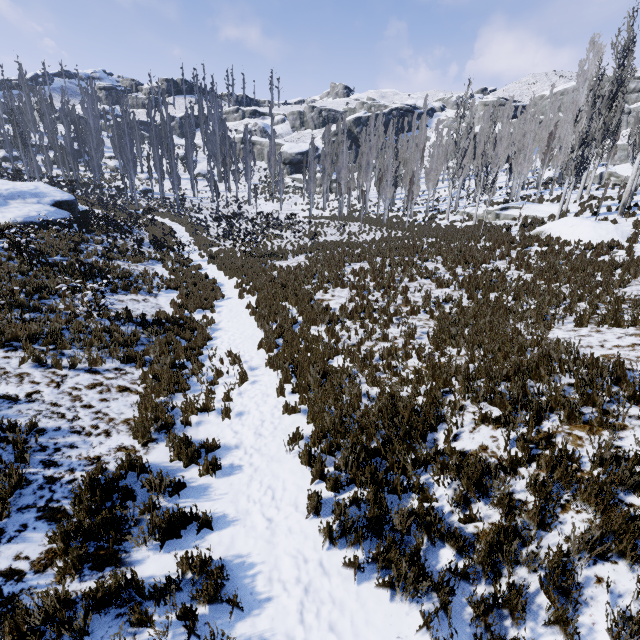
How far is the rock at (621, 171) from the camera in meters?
33.3 m

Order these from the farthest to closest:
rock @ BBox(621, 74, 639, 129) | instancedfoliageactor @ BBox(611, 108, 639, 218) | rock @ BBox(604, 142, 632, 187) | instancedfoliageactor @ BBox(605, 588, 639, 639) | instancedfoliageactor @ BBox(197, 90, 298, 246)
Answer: rock @ BBox(621, 74, 639, 129), rock @ BBox(604, 142, 632, 187), instancedfoliageactor @ BBox(197, 90, 298, 246), instancedfoliageactor @ BBox(611, 108, 639, 218), instancedfoliageactor @ BBox(605, 588, 639, 639)

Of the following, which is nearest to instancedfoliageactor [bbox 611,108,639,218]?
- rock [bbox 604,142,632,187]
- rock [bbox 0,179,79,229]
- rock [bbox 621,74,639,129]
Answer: rock [bbox 604,142,632,187]

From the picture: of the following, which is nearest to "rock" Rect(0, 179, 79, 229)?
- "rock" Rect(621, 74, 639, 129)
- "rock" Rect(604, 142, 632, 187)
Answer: "rock" Rect(621, 74, 639, 129)

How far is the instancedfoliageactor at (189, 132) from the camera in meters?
45.1 m

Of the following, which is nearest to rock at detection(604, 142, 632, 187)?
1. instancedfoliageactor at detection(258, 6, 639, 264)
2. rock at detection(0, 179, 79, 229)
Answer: instancedfoliageactor at detection(258, 6, 639, 264)

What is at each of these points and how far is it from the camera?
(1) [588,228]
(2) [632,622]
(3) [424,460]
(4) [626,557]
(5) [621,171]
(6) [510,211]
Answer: (1) rock, 14.58m
(2) instancedfoliageactor, 2.96m
(3) instancedfoliageactor, 4.91m
(4) instancedfoliageactor, 3.27m
(5) rock, 33.75m
(6) rock, 23.97m

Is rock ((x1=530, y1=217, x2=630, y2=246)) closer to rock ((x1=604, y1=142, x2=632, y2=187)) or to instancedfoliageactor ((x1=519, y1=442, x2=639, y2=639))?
instancedfoliageactor ((x1=519, y1=442, x2=639, y2=639))
